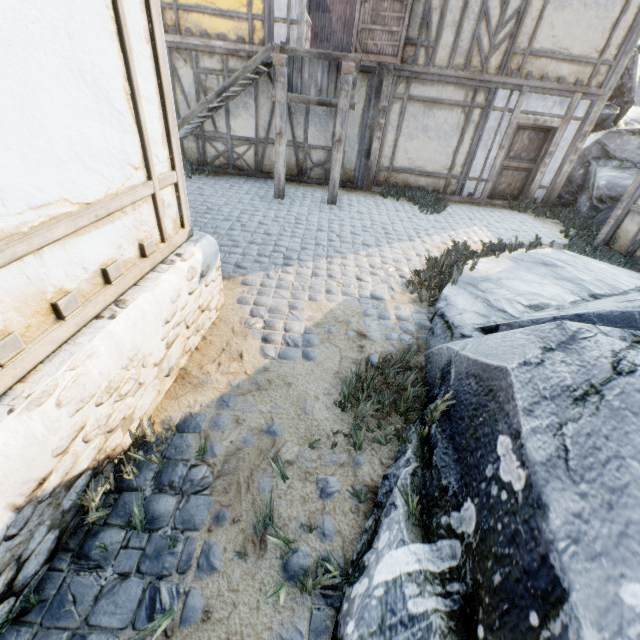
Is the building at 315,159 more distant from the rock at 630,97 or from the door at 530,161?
the rock at 630,97

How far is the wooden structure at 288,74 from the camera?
6.57m

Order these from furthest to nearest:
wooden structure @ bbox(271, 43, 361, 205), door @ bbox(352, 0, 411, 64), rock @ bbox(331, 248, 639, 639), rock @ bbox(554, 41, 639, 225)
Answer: rock @ bbox(554, 41, 639, 225), door @ bbox(352, 0, 411, 64), wooden structure @ bbox(271, 43, 361, 205), rock @ bbox(331, 248, 639, 639)

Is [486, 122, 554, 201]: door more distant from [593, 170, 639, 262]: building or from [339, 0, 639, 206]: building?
[593, 170, 639, 262]: building

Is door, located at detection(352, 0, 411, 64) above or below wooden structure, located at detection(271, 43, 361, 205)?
above

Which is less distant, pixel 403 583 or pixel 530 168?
pixel 403 583

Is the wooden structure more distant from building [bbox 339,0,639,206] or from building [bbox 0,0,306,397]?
building [bbox 0,0,306,397]

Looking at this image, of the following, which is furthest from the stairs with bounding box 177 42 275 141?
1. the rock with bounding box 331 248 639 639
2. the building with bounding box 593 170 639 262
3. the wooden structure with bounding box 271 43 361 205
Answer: the building with bounding box 593 170 639 262
